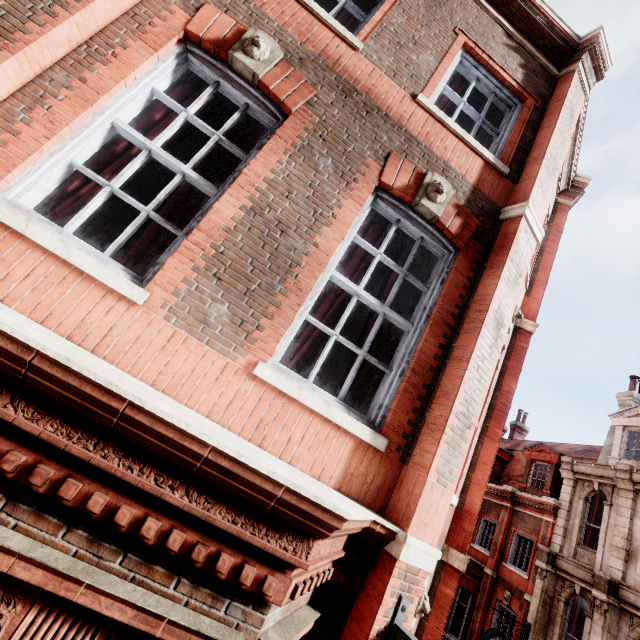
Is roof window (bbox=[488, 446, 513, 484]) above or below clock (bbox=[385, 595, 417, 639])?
above

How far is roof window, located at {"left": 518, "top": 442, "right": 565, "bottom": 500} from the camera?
16.39m

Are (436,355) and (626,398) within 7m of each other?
no

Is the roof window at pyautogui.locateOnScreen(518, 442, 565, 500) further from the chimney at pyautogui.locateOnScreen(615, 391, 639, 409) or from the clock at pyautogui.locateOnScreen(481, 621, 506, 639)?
the clock at pyautogui.locateOnScreen(481, 621, 506, 639)

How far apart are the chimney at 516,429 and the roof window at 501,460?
4.67m

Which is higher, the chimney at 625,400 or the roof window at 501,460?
the chimney at 625,400

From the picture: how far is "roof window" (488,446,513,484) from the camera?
20.6m

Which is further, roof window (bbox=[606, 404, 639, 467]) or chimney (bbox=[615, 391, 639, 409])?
chimney (bbox=[615, 391, 639, 409])
